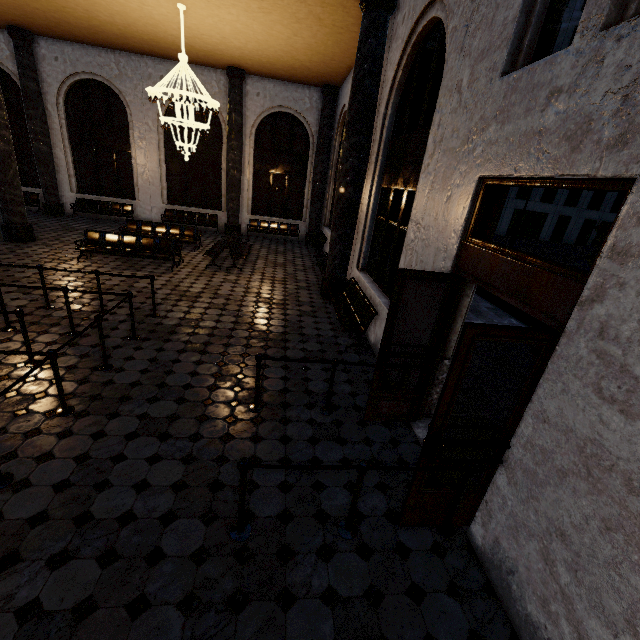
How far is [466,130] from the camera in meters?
3.8
